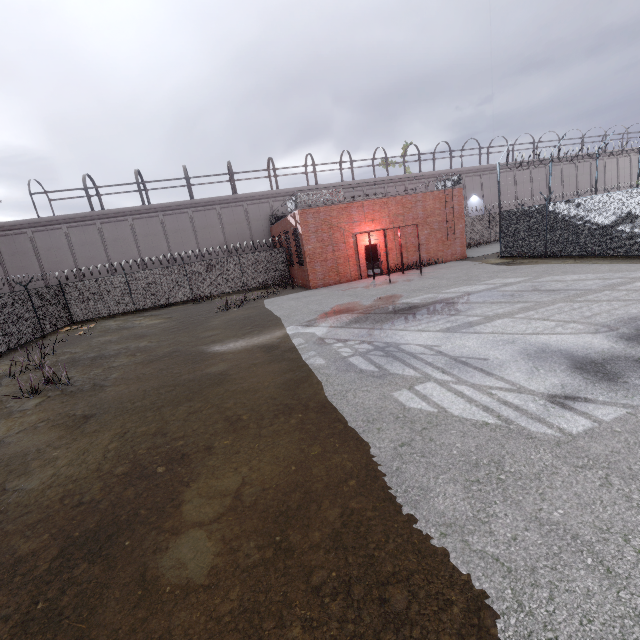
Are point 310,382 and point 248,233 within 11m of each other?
no

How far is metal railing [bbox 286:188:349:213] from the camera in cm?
1962

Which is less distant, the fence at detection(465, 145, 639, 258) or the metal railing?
the fence at detection(465, 145, 639, 258)

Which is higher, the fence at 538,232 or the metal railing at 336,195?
the metal railing at 336,195

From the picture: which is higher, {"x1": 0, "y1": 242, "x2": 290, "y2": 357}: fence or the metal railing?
the metal railing

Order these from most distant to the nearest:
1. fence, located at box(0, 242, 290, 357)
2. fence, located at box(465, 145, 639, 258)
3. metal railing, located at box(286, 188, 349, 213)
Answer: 1. metal railing, located at box(286, 188, 349, 213)
2. fence, located at box(0, 242, 290, 357)
3. fence, located at box(465, 145, 639, 258)

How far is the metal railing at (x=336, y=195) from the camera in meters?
19.6 m
